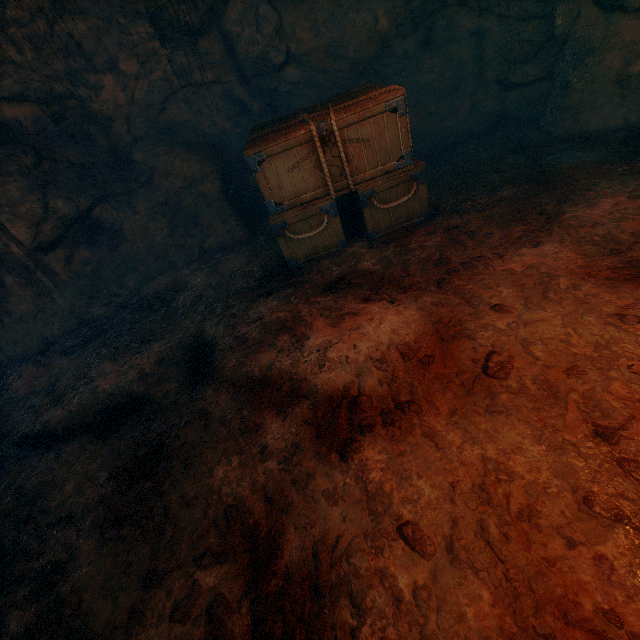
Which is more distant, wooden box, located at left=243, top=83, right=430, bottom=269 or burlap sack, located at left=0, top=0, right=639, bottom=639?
wooden box, located at left=243, top=83, right=430, bottom=269

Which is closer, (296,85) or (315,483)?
(315,483)

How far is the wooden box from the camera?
3.9m

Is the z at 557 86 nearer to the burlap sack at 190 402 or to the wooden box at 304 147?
the burlap sack at 190 402

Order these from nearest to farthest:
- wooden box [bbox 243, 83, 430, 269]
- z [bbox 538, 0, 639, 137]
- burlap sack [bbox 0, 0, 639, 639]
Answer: burlap sack [bbox 0, 0, 639, 639]
wooden box [bbox 243, 83, 430, 269]
z [bbox 538, 0, 639, 137]

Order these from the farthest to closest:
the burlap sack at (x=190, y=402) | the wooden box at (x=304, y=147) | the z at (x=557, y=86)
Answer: the z at (x=557, y=86), the wooden box at (x=304, y=147), the burlap sack at (x=190, y=402)

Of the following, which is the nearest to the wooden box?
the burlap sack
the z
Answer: the burlap sack
